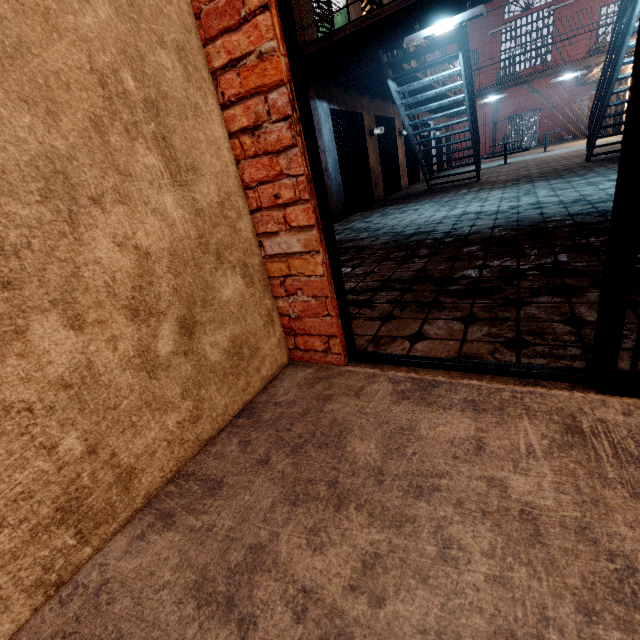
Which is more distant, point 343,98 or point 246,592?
point 343,98

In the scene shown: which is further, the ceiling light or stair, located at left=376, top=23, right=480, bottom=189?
stair, located at left=376, top=23, right=480, bottom=189

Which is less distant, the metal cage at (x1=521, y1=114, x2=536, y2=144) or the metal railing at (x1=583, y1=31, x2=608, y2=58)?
the metal railing at (x1=583, y1=31, x2=608, y2=58)

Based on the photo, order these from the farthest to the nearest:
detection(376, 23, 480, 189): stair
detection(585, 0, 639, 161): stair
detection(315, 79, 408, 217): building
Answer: detection(315, 79, 408, 217): building, detection(376, 23, 480, 189): stair, detection(585, 0, 639, 161): stair

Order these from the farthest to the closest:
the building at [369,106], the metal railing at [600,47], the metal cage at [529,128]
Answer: Answer: the metal cage at [529,128] → the metal railing at [600,47] → the building at [369,106]

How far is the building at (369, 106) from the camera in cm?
729

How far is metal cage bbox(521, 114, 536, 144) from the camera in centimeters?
2775cm

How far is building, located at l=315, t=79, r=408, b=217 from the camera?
7.3m
